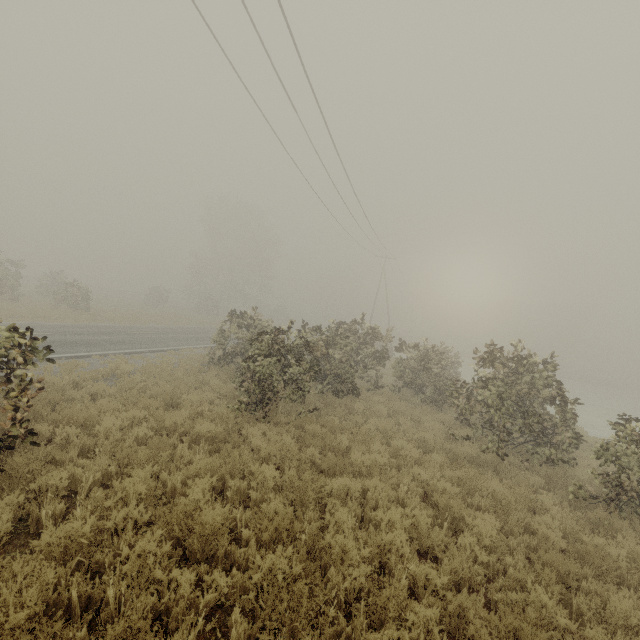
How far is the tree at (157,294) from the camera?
40.0m

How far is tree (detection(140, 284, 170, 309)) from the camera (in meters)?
40.00

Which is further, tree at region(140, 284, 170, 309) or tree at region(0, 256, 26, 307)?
tree at region(140, 284, 170, 309)

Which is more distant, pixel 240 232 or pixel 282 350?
pixel 240 232

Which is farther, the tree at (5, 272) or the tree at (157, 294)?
the tree at (157, 294)
